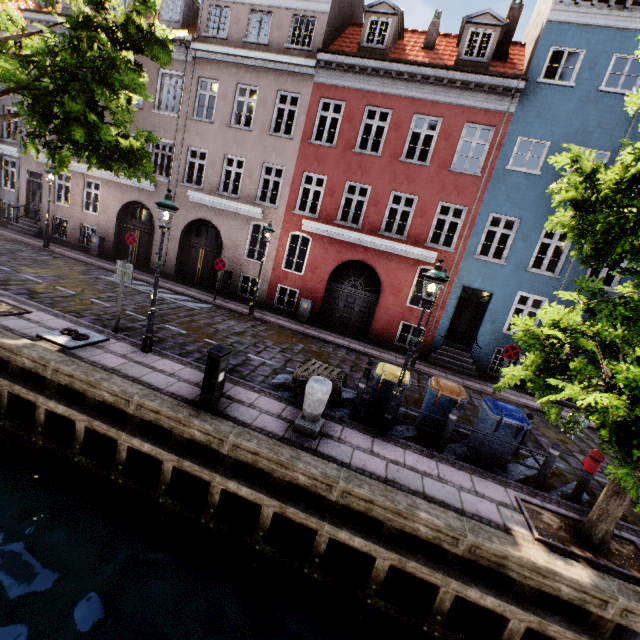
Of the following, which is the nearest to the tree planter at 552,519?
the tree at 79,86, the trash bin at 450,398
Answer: the tree at 79,86

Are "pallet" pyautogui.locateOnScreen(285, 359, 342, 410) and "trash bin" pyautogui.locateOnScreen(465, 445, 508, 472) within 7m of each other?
yes

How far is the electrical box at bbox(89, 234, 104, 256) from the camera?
17.1m

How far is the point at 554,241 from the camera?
12.3 meters

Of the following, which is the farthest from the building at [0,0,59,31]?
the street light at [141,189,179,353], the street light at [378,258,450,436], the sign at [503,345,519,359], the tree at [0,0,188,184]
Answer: the street light at [141,189,179,353]

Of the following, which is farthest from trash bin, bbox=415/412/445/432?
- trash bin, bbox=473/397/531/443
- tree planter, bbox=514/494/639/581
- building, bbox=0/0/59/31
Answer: building, bbox=0/0/59/31

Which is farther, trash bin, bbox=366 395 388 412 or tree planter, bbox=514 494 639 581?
trash bin, bbox=366 395 388 412

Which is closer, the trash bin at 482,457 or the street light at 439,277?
the street light at 439,277
